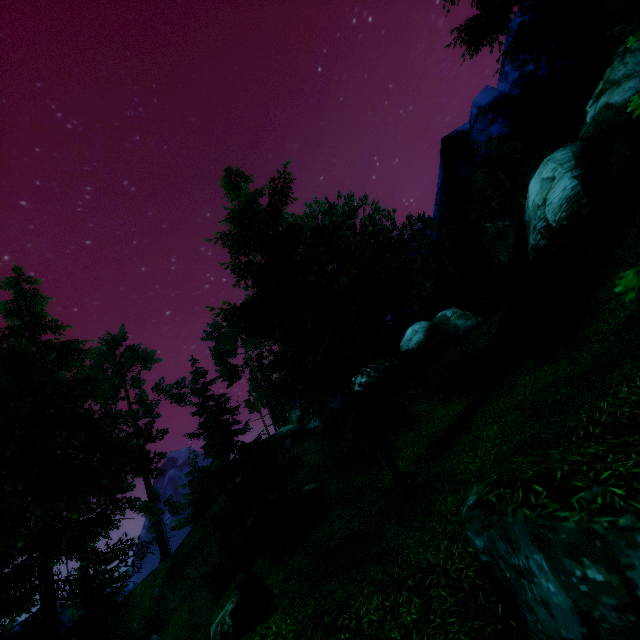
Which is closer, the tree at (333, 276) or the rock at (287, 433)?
the tree at (333, 276)

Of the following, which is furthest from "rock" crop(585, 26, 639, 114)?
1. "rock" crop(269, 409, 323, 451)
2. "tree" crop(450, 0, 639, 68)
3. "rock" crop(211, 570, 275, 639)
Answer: "rock" crop(269, 409, 323, 451)

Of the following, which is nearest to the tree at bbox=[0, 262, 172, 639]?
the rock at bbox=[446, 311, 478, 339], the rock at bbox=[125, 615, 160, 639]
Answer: the rock at bbox=[446, 311, 478, 339]

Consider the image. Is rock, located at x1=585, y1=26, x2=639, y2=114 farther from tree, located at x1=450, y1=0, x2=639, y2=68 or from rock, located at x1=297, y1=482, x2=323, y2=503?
rock, located at x1=297, y1=482, x2=323, y2=503

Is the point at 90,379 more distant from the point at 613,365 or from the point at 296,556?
the point at 613,365

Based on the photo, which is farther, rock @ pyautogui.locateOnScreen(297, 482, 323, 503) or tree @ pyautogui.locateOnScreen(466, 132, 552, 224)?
tree @ pyautogui.locateOnScreen(466, 132, 552, 224)

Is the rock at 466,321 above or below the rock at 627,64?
below

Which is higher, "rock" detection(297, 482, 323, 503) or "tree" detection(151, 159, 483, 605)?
"tree" detection(151, 159, 483, 605)
